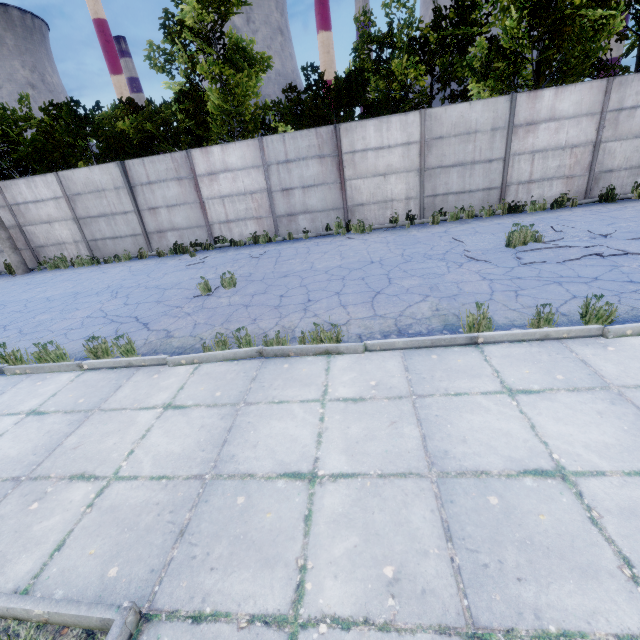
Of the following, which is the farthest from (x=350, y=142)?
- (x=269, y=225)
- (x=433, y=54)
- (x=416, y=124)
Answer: (x=433, y=54)

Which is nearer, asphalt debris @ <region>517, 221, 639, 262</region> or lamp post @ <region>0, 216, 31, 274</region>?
asphalt debris @ <region>517, 221, 639, 262</region>

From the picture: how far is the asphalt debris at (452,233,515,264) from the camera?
7.25m

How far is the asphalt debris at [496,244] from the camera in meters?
7.3

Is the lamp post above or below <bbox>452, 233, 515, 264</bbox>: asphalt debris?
above

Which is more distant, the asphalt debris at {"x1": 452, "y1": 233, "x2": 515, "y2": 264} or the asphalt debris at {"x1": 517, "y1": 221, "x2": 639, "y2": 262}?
the asphalt debris at {"x1": 452, "y1": 233, "x2": 515, "y2": 264}

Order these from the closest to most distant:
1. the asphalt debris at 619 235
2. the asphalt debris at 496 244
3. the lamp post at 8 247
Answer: the asphalt debris at 619 235 → the asphalt debris at 496 244 → the lamp post at 8 247
